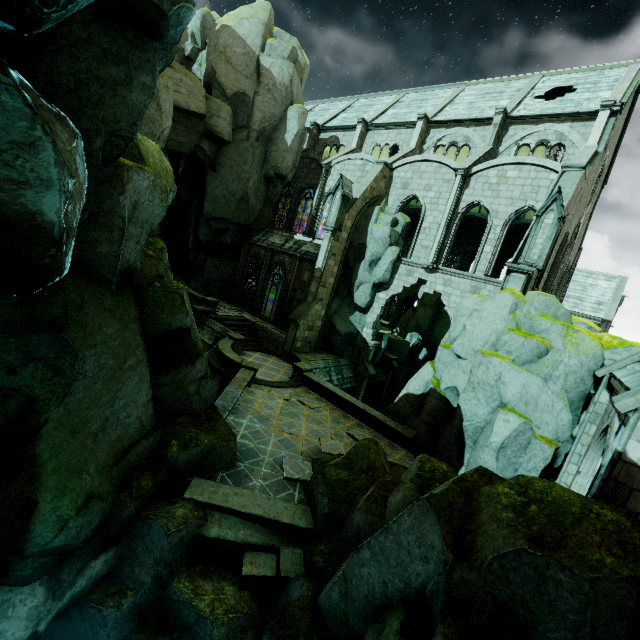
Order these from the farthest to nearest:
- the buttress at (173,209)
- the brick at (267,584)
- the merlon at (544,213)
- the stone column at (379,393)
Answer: the buttress at (173,209), the stone column at (379,393), the merlon at (544,213), the brick at (267,584)

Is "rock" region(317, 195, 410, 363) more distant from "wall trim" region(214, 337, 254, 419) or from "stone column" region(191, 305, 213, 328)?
"wall trim" region(214, 337, 254, 419)

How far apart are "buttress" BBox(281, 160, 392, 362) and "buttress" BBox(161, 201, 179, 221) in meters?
23.2 m

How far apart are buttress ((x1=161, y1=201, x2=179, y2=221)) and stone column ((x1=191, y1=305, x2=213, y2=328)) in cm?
1728

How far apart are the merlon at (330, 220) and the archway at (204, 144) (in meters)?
10.12

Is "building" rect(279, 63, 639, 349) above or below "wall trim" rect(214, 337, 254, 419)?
above

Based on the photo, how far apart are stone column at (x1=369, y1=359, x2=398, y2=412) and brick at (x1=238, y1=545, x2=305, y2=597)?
20.9 meters

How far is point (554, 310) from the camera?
13.5m
